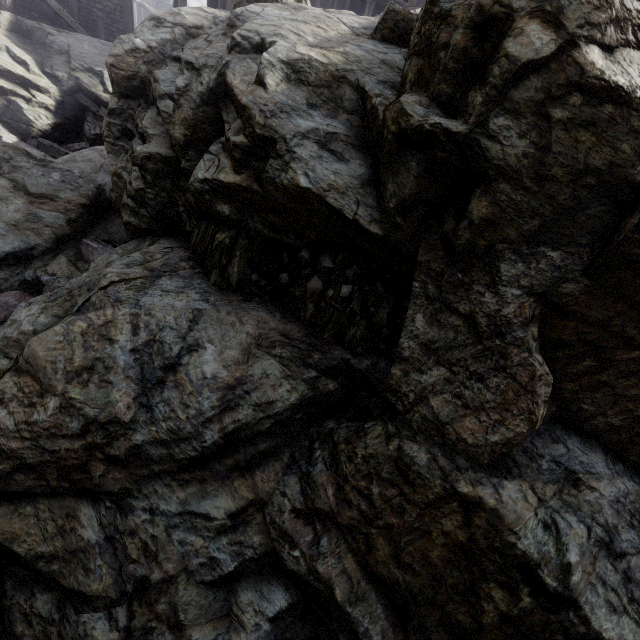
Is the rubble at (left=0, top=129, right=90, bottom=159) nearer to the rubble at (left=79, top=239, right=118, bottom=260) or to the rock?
the rock

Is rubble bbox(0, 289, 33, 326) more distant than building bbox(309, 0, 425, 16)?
No

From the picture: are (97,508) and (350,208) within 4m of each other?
yes

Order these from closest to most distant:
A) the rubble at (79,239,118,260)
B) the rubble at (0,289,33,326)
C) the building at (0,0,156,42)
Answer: the rubble at (0,289,33,326) < the rubble at (79,239,118,260) < the building at (0,0,156,42)

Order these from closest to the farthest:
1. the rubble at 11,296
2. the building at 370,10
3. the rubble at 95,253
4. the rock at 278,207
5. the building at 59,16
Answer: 1. the rock at 278,207
2. the rubble at 11,296
3. the rubble at 95,253
4. the building at 370,10
5. the building at 59,16

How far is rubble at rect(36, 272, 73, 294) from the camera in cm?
569

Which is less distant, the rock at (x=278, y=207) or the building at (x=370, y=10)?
the rock at (x=278, y=207)
